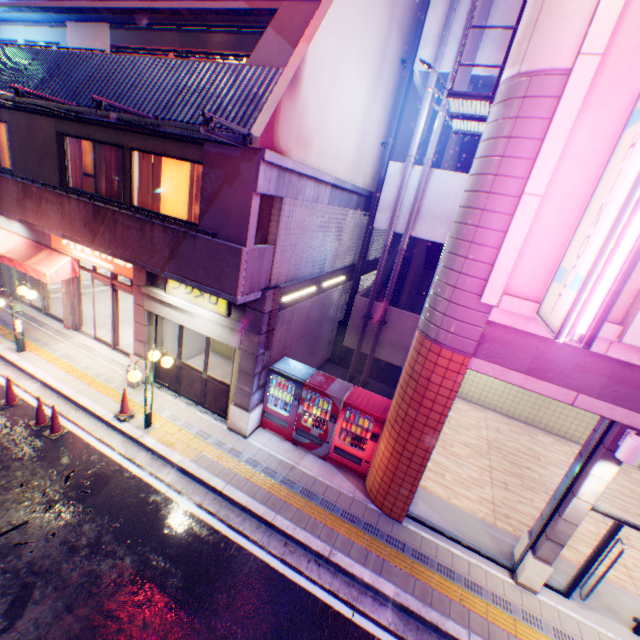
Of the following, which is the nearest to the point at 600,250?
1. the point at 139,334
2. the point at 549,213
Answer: the point at 549,213

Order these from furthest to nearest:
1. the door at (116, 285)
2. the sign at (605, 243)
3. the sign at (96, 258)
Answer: the door at (116, 285), the sign at (96, 258), the sign at (605, 243)

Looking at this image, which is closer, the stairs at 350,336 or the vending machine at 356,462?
the vending machine at 356,462

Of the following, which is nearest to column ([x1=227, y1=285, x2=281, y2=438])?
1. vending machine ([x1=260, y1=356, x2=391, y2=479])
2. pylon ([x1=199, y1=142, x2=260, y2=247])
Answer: vending machine ([x1=260, y1=356, x2=391, y2=479])

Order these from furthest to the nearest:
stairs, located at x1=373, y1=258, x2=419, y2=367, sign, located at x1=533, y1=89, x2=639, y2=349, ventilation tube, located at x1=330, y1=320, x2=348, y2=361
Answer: ventilation tube, located at x1=330, y1=320, x2=348, y2=361
stairs, located at x1=373, y1=258, x2=419, y2=367
sign, located at x1=533, y1=89, x2=639, y2=349

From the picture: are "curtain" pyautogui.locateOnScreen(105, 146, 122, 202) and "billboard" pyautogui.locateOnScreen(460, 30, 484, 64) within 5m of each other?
no

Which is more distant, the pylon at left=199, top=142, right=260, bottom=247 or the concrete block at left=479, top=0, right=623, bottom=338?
the pylon at left=199, top=142, right=260, bottom=247

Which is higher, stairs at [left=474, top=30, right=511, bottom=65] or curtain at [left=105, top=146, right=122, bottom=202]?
stairs at [left=474, top=30, right=511, bottom=65]
